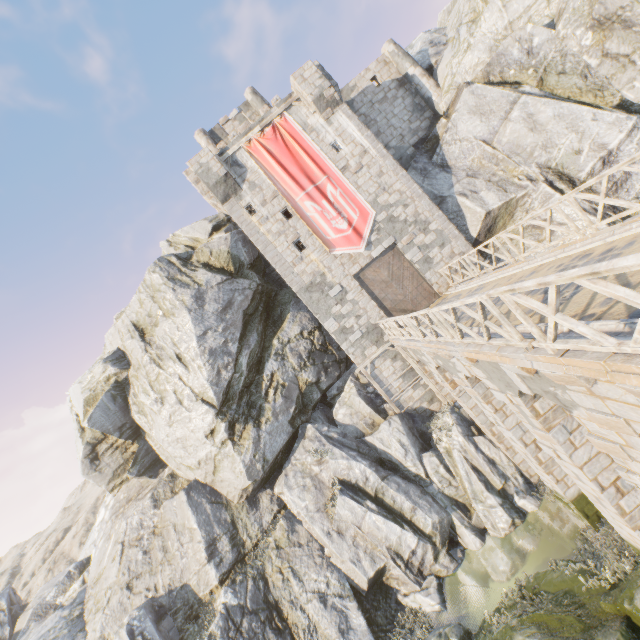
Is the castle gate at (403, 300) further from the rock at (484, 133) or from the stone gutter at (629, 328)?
the rock at (484, 133)

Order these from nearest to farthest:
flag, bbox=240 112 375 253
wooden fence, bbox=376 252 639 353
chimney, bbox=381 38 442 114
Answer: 1. wooden fence, bbox=376 252 639 353
2. flag, bbox=240 112 375 253
3. chimney, bbox=381 38 442 114

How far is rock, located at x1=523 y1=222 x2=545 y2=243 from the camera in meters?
16.4

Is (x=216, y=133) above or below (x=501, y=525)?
above

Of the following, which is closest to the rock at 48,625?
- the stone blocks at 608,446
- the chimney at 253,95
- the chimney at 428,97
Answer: the chimney at 428,97

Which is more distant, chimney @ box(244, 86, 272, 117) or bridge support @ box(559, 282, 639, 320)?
chimney @ box(244, 86, 272, 117)

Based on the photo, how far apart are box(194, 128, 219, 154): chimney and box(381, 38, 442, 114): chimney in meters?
11.9
